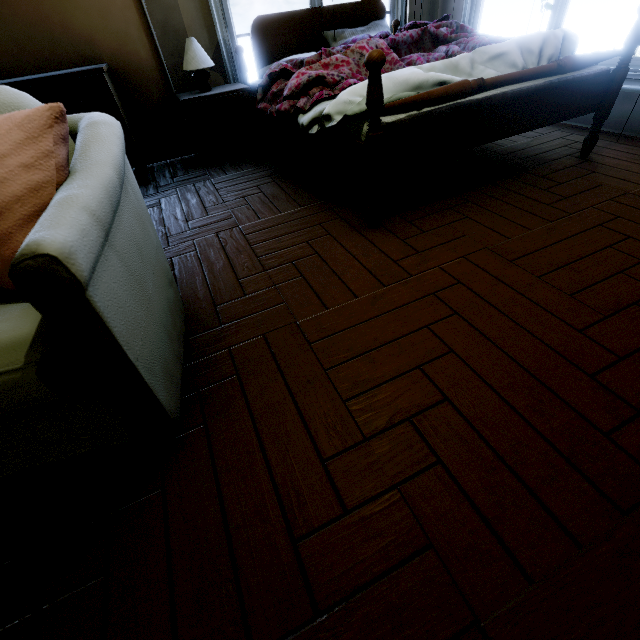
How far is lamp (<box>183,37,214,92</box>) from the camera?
2.5 meters

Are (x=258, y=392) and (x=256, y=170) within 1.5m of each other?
no

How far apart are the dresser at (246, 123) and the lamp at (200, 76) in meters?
0.2 m

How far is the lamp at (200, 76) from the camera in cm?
253

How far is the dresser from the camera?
2.66m

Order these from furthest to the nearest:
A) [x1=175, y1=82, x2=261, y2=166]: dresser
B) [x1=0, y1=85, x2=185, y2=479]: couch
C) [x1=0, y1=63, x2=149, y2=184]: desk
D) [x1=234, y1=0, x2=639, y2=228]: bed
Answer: [x1=175, y1=82, x2=261, y2=166]: dresser → [x1=0, y1=63, x2=149, y2=184]: desk → [x1=234, y1=0, x2=639, y2=228]: bed → [x1=0, y1=85, x2=185, y2=479]: couch

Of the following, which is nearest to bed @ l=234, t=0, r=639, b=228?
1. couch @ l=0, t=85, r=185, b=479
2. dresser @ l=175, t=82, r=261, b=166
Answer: dresser @ l=175, t=82, r=261, b=166

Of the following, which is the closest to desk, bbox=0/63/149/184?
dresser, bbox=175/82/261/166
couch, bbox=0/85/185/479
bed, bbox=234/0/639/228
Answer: dresser, bbox=175/82/261/166
